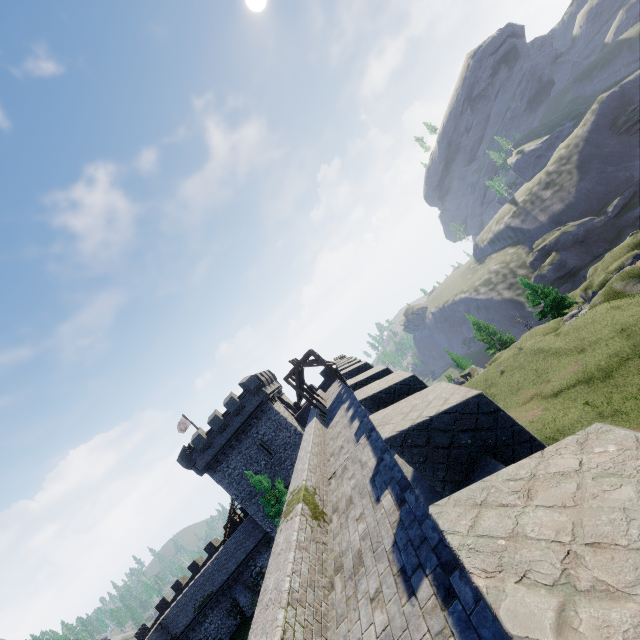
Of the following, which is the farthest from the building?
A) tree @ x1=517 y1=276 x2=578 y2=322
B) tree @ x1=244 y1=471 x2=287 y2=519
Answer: tree @ x1=517 y1=276 x2=578 y2=322

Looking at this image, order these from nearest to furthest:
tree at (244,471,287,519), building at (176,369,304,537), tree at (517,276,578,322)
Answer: tree at (244,471,287,519), building at (176,369,304,537), tree at (517,276,578,322)

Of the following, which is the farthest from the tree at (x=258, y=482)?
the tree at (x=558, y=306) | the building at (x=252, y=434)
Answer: the tree at (x=558, y=306)

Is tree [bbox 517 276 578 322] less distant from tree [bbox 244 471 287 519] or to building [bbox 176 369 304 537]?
building [bbox 176 369 304 537]

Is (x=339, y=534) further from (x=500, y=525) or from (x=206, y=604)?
(x=206, y=604)

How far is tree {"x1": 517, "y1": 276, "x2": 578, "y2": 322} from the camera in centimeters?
3947cm

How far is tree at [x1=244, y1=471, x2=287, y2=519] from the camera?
25.16m
